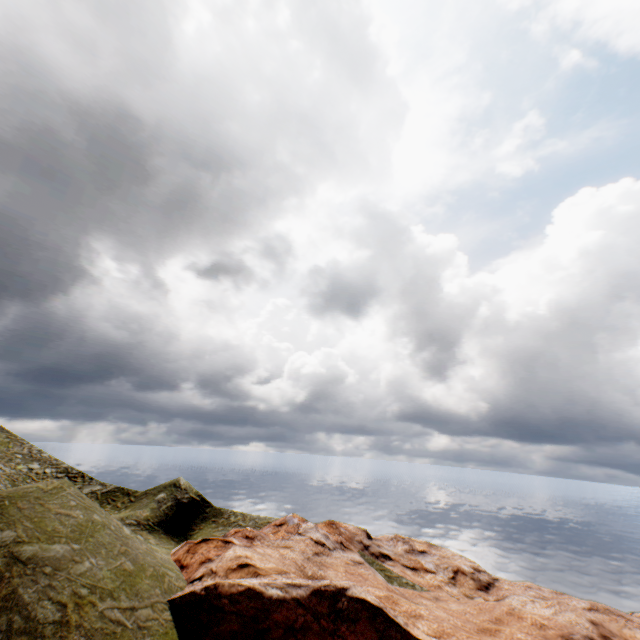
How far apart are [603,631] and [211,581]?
34.3 meters
